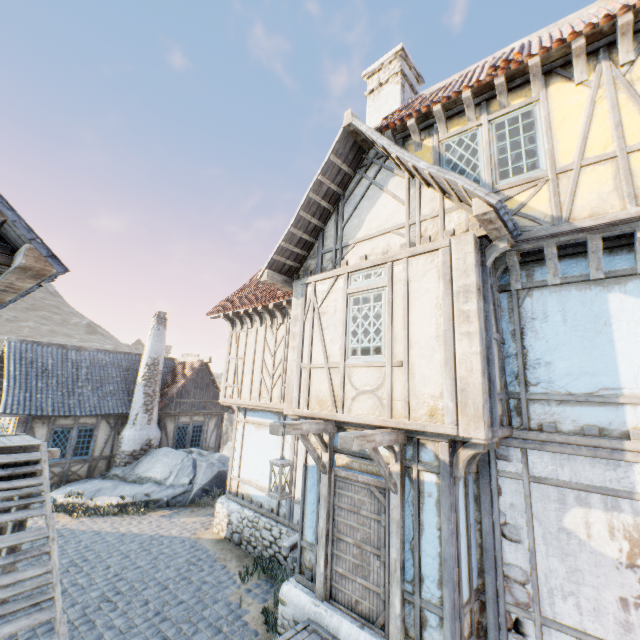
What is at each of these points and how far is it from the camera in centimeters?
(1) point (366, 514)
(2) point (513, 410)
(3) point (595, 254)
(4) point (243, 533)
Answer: (1) door, 534cm
(2) building, 511cm
(3) wooden structure, 468cm
(4) stone foundation, 929cm

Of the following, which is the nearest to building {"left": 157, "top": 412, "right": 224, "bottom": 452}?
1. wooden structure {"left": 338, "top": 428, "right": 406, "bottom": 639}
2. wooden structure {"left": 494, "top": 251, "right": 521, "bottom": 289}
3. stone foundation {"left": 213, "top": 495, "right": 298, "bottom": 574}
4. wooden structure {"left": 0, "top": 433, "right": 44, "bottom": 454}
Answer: stone foundation {"left": 213, "top": 495, "right": 298, "bottom": 574}

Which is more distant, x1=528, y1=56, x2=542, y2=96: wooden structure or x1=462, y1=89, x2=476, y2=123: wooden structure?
x1=462, y1=89, x2=476, y2=123: wooden structure

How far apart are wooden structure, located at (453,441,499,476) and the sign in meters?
0.9

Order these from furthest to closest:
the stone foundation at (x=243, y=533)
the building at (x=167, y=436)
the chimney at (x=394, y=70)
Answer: the building at (x=167, y=436) < the chimney at (x=394, y=70) < the stone foundation at (x=243, y=533)

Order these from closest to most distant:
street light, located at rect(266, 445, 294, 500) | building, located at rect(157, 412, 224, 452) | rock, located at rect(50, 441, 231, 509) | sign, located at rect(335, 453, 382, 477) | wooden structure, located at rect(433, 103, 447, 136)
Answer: street light, located at rect(266, 445, 294, 500) → sign, located at rect(335, 453, 382, 477) → wooden structure, located at rect(433, 103, 447, 136) → rock, located at rect(50, 441, 231, 509) → building, located at rect(157, 412, 224, 452)

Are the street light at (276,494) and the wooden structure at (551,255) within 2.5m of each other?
no

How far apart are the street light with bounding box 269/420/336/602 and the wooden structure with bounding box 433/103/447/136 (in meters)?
5.85
